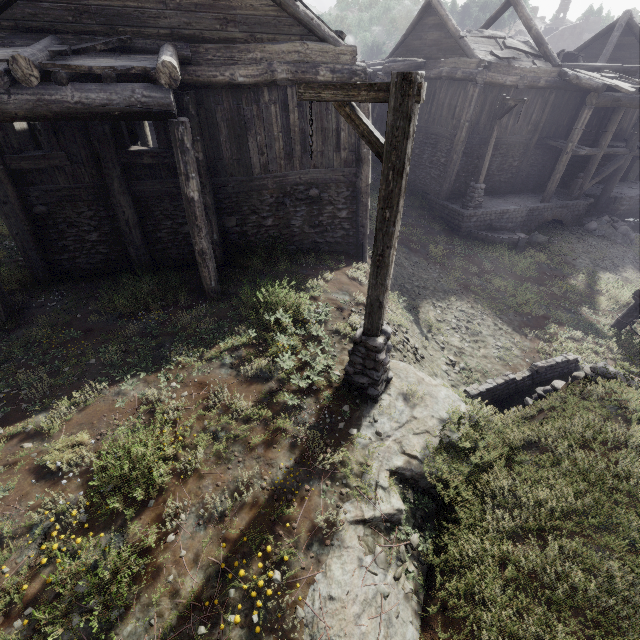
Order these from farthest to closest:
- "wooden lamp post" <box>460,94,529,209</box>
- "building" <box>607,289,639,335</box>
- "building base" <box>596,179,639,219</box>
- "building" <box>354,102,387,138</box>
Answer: "building base" <box>596,179,639,219</box> → "wooden lamp post" <box>460,94,529,209</box> → "building" <box>607,289,639,335</box> → "building" <box>354,102,387,138</box>

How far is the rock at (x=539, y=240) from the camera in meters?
16.4 m

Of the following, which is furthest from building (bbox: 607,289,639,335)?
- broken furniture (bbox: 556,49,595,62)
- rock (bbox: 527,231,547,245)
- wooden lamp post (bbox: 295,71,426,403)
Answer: wooden lamp post (bbox: 295,71,426,403)

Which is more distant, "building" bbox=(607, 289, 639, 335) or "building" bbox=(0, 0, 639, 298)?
"building" bbox=(607, 289, 639, 335)

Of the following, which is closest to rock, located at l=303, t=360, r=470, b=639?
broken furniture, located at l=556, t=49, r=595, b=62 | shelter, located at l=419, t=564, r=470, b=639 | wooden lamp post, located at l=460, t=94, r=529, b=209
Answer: shelter, located at l=419, t=564, r=470, b=639

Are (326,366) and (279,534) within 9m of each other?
yes

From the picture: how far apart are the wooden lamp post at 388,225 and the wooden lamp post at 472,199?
13.0m

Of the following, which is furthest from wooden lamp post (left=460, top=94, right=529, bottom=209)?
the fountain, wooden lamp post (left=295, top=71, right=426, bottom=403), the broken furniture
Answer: wooden lamp post (left=295, top=71, right=426, bottom=403)
